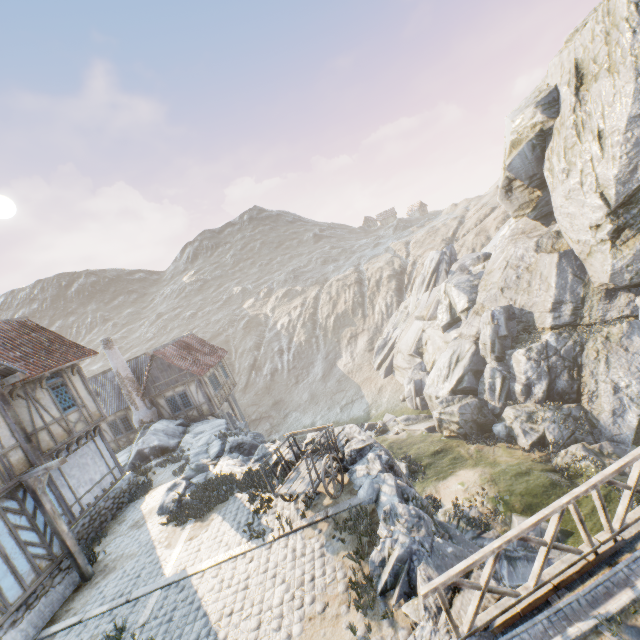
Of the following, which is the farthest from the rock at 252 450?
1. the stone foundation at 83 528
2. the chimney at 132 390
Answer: the stone foundation at 83 528

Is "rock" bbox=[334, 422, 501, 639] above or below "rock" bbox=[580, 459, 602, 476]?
above

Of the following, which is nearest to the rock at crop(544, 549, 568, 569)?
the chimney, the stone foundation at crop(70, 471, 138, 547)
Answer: the chimney

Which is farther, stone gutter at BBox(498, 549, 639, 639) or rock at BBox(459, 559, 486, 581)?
rock at BBox(459, 559, 486, 581)

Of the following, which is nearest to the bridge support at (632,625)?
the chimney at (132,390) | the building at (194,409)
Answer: the building at (194,409)

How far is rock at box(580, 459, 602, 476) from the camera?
15.0m

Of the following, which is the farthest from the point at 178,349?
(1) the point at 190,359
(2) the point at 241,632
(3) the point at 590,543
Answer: (3) the point at 590,543

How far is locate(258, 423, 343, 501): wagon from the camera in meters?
8.9 m
